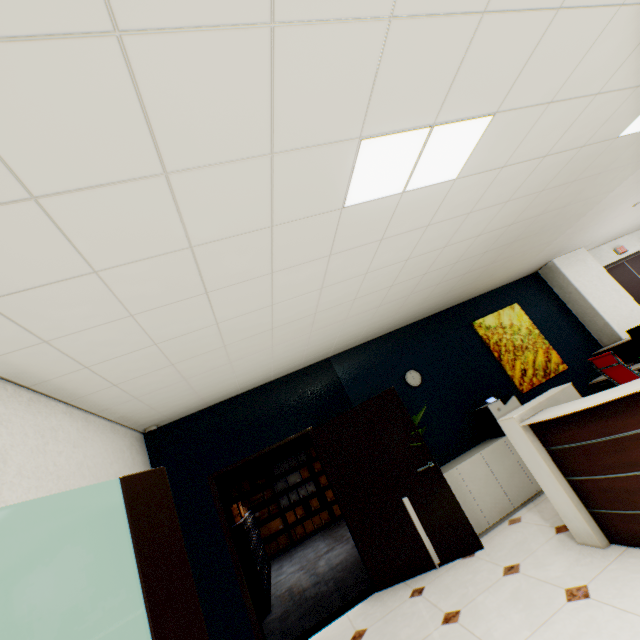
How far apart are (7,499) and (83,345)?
0.94m

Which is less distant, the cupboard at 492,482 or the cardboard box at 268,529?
the cupboard at 492,482

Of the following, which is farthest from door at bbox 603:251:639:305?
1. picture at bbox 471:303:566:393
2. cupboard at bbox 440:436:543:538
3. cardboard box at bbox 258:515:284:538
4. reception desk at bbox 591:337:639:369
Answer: cardboard box at bbox 258:515:284:538

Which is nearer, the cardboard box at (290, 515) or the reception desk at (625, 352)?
the reception desk at (625, 352)

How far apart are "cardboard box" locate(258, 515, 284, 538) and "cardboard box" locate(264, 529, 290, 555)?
0.1m

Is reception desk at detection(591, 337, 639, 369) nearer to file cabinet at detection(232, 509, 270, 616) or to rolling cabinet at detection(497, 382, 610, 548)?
rolling cabinet at detection(497, 382, 610, 548)

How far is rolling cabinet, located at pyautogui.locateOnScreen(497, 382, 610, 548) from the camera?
2.82m

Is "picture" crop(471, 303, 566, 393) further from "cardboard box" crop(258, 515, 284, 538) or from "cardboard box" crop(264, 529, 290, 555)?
"cardboard box" crop(258, 515, 284, 538)
